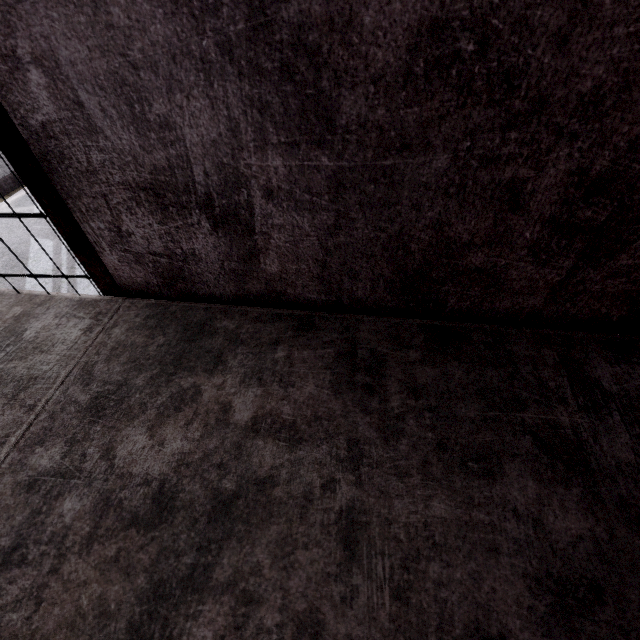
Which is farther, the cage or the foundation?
the foundation

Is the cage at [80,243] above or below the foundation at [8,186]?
above

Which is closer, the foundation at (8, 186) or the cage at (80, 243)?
the cage at (80, 243)

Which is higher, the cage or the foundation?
the cage

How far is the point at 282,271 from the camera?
1.11m
